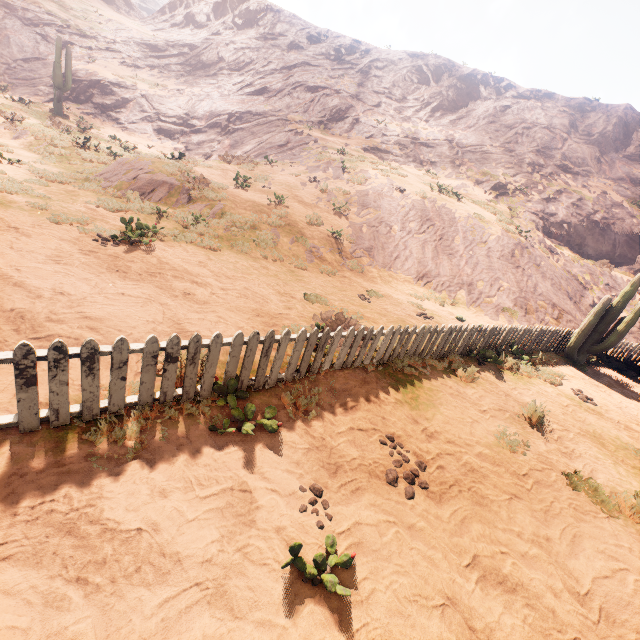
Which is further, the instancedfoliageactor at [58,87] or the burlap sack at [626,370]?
the instancedfoliageactor at [58,87]

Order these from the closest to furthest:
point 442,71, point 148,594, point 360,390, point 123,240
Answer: point 148,594
point 360,390
point 123,240
point 442,71

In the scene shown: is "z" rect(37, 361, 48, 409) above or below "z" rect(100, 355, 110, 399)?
below

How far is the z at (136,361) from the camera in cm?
391

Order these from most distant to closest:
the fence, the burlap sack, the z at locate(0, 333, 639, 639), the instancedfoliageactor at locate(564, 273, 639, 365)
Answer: the burlap sack → the instancedfoliageactor at locate(564, 273, 639, 365) → the fence → the z at locate(0, 333, 639, 639)

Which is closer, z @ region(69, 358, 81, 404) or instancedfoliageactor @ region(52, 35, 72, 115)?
z @ region(69, 358, 81, 404)

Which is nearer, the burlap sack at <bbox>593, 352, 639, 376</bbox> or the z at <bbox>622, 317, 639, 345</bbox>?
the burlap sack at <bbox>593, 352, 639, 376</bbox>

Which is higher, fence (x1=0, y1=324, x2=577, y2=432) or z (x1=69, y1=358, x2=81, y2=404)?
fence (x1=0, y1=324, x2=577, y2=432)
